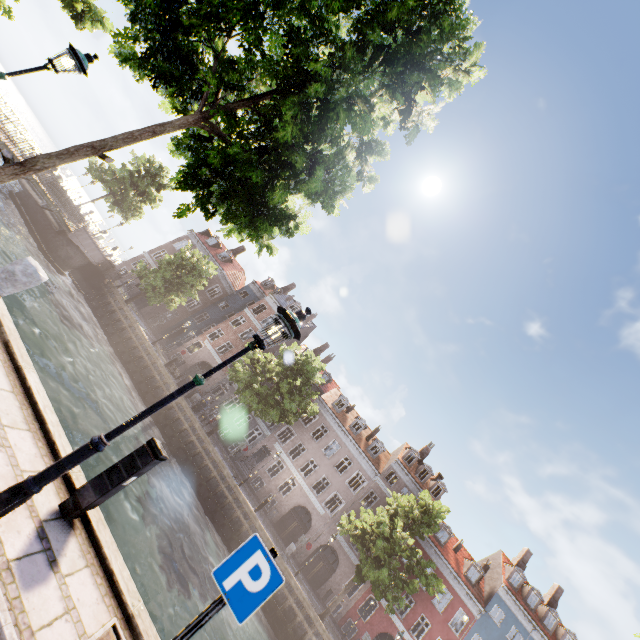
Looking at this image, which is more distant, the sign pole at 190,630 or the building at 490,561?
the building at 490,561

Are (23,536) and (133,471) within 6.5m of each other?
yes

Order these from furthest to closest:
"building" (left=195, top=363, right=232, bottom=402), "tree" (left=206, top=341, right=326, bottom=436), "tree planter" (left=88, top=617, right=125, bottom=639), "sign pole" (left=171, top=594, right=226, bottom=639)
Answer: "building" (left=195, top=363, right=232, bottom=402)
"tree" (left=206, top=341, right=326, bottom=436)
"tree planter" (left=88, top=617, right=125, bottom=639)
"sign pole" (left=171, top=594, right=226, bottom=639)

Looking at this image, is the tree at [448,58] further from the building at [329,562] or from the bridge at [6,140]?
the building at [329,562]

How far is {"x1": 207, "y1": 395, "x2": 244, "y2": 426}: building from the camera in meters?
33.4

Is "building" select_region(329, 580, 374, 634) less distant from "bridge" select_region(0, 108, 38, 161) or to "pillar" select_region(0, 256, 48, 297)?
"bridge" select_region(0, 108, 38, 161)

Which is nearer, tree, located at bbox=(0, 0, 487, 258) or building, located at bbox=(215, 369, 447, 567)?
tree, located at bbox=(0, 0, 487, 258)

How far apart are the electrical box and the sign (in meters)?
1.98
